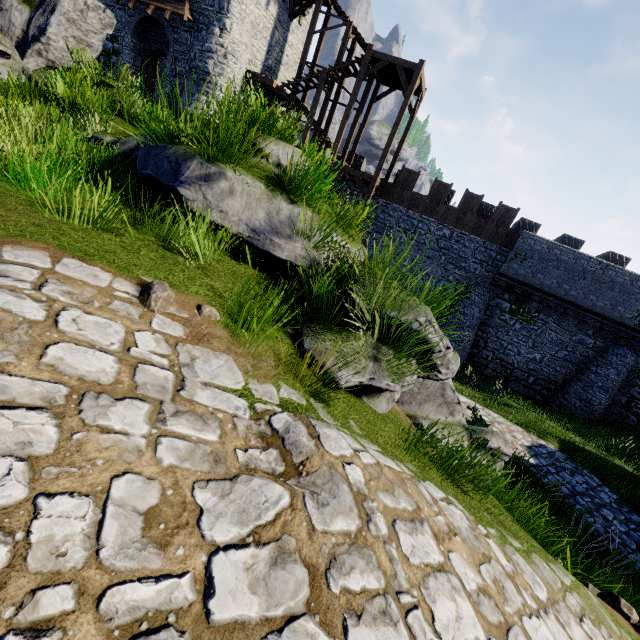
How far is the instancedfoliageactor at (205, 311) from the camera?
2.82m

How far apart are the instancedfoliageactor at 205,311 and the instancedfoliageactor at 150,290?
0.3 meters

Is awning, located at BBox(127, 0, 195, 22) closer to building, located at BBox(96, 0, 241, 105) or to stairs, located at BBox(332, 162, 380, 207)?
building, located at BBox(96, 0, 241, 105)

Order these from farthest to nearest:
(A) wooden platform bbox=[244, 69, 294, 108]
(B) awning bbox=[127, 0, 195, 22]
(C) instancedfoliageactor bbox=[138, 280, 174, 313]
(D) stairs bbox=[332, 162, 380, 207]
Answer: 1. (D) stairs bbox=[332, 162, 380, 207]
2. (A) wooden platform bbox=[244, 69, 294, 108]
3. (B) awning bbox=[127, 0, 195, 22]
4. (C) instancedfoliageactor bbox=[138, 280, 174, 313]

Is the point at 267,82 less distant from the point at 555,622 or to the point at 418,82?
the point at 418,82

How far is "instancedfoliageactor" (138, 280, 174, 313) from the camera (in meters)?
2.47

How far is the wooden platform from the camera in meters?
18.6

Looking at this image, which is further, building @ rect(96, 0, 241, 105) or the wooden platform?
the wooden platform
